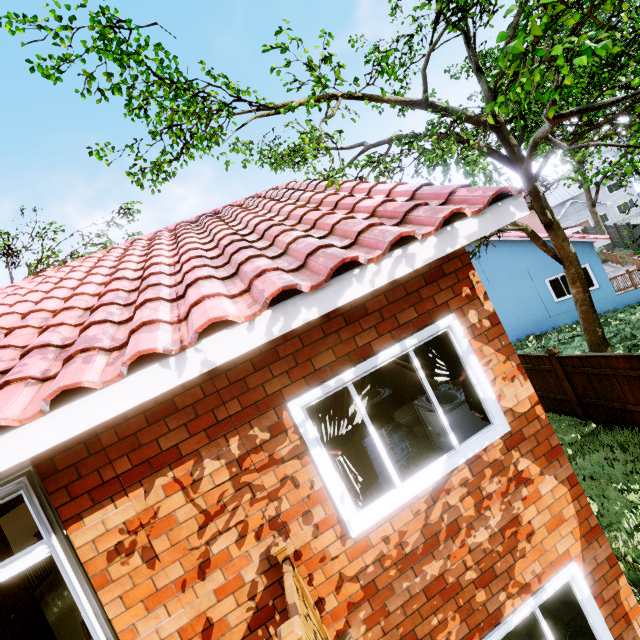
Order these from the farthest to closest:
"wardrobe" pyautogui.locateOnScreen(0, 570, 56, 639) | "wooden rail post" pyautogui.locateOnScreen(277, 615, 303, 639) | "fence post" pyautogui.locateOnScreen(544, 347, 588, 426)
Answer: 1. "fence post" pyautogui.locateOnScreen(544, 347, 588, 426)
2. "wardrobe" pyautogui.locateOnScreen(0, 570, 56, 639)
3. "wooden rail post" pyautogui.locateOnScreen(277, 615, 303, 639)

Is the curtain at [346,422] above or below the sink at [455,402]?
above

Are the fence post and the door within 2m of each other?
no

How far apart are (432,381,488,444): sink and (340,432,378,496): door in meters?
1.0 m

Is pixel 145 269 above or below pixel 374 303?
above

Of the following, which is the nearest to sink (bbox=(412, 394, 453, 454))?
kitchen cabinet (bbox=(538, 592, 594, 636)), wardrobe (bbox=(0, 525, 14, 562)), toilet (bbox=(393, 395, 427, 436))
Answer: toilet (bbox=(393, 395, 427, 436))

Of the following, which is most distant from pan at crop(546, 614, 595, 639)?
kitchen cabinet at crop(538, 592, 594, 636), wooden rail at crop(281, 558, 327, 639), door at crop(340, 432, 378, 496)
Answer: wooden rail at crop(281, 558, 327, 639)

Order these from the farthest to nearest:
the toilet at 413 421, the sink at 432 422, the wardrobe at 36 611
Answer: the toilet at 413 421, the sink at 432 422, the wardrobe at 36 611
